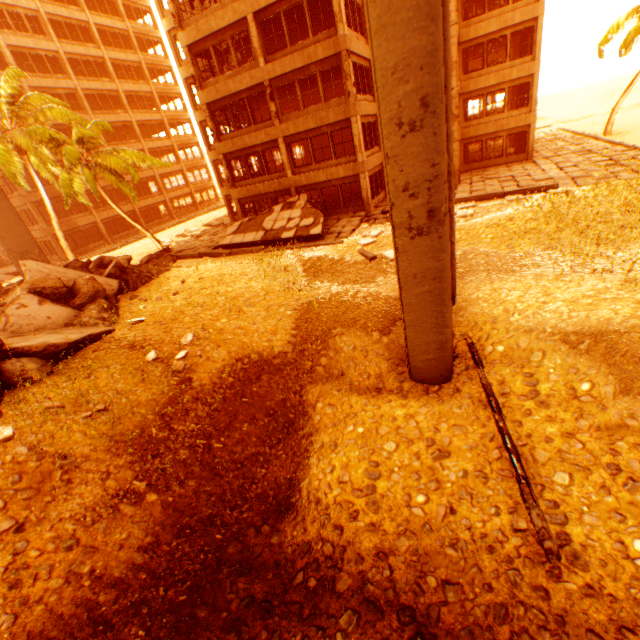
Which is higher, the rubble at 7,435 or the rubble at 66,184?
the rubble at 66,184

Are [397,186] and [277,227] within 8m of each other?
no

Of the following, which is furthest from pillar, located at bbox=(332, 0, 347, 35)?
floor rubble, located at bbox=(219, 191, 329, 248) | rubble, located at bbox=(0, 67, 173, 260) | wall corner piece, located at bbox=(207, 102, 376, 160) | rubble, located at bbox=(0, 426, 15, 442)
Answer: rubble, located at bbox=(0, 426, 15, 442)

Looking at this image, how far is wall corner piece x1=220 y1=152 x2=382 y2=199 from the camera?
19.7m

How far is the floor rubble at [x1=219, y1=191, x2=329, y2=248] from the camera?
18.9m

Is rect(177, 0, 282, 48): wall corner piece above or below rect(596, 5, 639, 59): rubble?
above

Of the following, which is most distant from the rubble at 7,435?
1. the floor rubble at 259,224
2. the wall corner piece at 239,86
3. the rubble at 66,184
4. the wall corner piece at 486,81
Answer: the wall corner piece at 486,81

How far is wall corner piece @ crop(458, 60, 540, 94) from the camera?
21.67m
